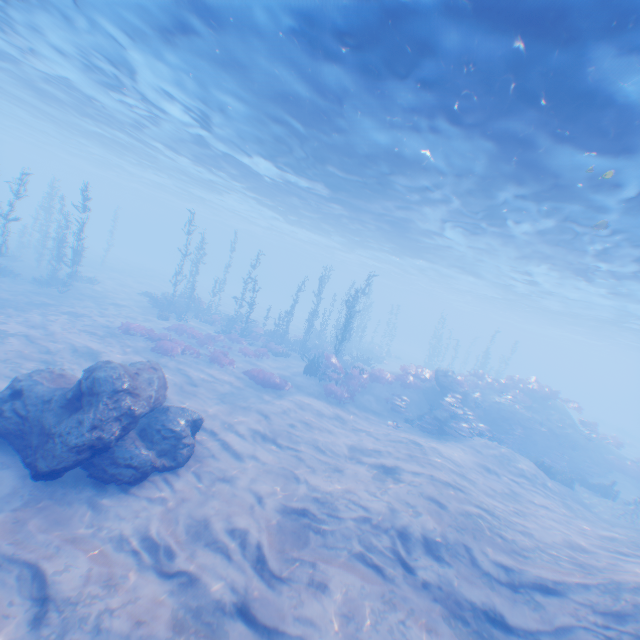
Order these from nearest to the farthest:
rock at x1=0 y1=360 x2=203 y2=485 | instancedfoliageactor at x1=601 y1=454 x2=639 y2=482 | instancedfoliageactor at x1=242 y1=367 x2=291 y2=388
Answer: rock at x1=0 y1=360 x2=203 y2=485 → instancedfoliageactor at x1=242 y1=367 x2=291 y2=388 → instancedfoliageactor at x1=601 y1=454 x2=639 y2=482

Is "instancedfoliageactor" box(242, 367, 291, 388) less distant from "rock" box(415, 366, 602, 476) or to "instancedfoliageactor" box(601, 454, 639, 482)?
"rock" box(415, 366, 602, 476)

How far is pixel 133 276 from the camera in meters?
38.8 m

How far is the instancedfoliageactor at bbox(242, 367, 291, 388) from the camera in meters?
17.9

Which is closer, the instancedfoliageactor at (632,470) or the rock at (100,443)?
the rock at (100,443)

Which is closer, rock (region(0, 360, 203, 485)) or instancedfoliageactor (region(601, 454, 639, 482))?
rock (region(0, 360, 203, 485))

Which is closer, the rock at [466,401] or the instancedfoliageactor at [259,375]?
the instancedfoliageactor at [259,375]

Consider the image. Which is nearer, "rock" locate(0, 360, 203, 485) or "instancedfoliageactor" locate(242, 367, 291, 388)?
"rock" locate(0, 360, 203, 485)
